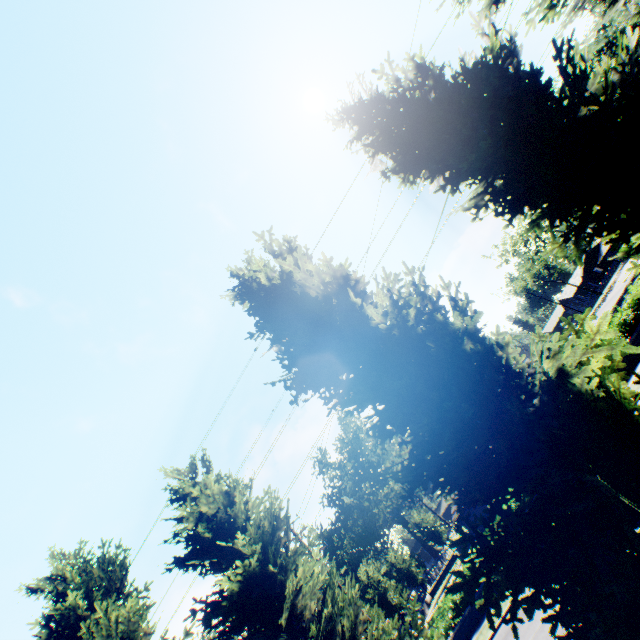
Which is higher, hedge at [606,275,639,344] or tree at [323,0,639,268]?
tree at [323,0,639,268]

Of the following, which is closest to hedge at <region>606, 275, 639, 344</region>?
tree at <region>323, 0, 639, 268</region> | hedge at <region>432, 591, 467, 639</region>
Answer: hedge at <region>432, 591, 467, 639</region>

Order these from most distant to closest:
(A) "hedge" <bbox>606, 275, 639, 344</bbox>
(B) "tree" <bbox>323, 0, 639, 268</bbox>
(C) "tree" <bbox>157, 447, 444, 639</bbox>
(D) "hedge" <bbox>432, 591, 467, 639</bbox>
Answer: (D) "hedge" <bbox>432, 591, 467, 639</bbox> → (A) "hedge" <bbox>606, 275, 639, 344</bbox> → (C) "tree" <bbox>157, 447, 444, 639</bbox> → (B) "tree" <bbox>323, 0, 639, 268</bbox>

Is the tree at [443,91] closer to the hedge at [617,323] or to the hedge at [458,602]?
the hedge at [458,602]

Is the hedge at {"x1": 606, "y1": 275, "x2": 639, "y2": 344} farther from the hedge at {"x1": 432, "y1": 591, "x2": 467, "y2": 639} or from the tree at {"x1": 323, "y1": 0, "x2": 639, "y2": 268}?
the tree at {"x1": 323, "y1": 0, "x2": 639, "y2": 268}

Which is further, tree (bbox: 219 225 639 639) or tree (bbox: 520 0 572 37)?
tree (bbox: 520 0 572 37)

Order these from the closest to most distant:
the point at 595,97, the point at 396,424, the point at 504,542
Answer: the point at 504,542 → the point at 595,97 → the point at 396,424
